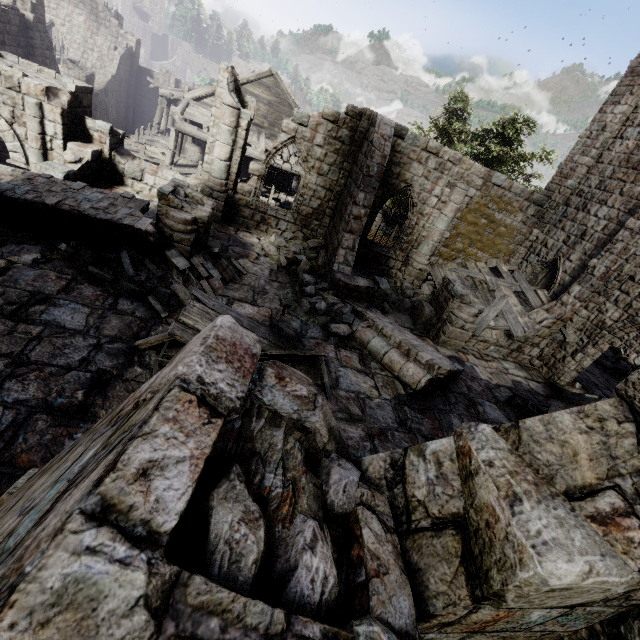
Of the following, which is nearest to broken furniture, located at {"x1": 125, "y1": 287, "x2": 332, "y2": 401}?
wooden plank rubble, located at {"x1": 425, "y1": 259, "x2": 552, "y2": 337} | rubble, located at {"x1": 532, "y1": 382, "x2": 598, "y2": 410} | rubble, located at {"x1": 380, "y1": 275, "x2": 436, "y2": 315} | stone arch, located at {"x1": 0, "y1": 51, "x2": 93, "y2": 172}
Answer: rubble, located at {"x1": 380, "y1": 275, "x2": 436, "y2": 315}

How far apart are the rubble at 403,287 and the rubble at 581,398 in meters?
5.4 m

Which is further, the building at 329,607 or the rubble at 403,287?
the rubble at 403,287

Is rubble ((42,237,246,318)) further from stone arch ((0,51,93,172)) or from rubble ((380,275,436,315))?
stone arch ((0,51,93,172))

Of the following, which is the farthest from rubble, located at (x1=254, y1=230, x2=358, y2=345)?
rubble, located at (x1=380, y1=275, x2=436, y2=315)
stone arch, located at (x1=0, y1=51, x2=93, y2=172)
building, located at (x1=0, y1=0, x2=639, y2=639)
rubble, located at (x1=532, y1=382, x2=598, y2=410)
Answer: rubble, located at (x1=532, y1=382, x2=598, y2=410)

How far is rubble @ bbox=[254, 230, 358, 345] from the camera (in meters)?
10.01

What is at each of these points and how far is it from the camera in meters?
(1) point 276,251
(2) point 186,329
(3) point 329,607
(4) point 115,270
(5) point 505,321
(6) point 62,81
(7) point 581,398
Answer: (1) rubble, 12.7 m
(2) broken furniture, 6.6 m
(3) building, 1.0 m
(4) rubble, 8.2 m
(5) wooden plank rubble, 13.2 m
(6) stone arch, 11.8 m
(7) rubble, 11.9 m

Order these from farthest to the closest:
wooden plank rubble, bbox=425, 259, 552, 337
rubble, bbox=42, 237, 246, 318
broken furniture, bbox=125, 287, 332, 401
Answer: wooden plank rubble, bbox=425, 259, 552, 337
rubble, bbox=42, 237, 246, 318
broken furniture, bbox=125, 287, 332, 401
